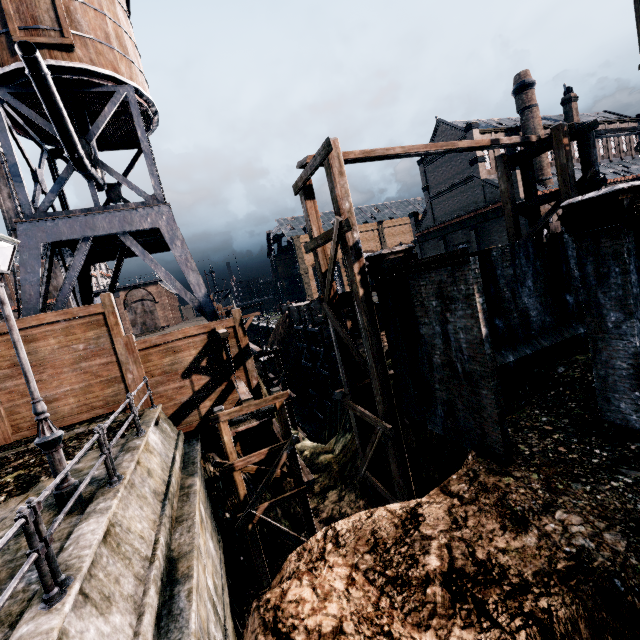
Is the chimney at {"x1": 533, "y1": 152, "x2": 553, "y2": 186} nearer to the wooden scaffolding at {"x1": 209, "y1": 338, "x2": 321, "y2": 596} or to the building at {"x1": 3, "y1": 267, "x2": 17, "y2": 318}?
the wooden scaffolding at {"x1": 209, "y1": 338, "x2": 321, "y2": 596}

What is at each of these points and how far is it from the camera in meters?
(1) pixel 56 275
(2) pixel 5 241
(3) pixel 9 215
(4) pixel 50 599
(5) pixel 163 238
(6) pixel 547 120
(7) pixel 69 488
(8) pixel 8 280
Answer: (1) building, 51.5
(2) street light, 6.0
(3) building, 56.8
(4) metal railing, 4.0
(5) water tower, 22.6
(6) building, 49.5
(7) street light, 6.4
(8) building, 49.4

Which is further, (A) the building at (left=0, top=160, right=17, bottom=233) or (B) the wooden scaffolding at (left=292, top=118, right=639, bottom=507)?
(A) the building at (left=0, top=160, right=17, bottom=233)

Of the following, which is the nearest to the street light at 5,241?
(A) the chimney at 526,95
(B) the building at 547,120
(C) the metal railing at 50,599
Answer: (C) the metal railing at 50,599

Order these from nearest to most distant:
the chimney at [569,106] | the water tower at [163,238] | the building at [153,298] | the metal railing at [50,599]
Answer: the metal railing at [50,599], the water tower at [163,238], the chimney at [569,106], the building at [153,298]

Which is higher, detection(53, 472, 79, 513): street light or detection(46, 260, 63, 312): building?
detection(46, 260, 63, 312): building

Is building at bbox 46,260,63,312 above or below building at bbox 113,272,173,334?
above

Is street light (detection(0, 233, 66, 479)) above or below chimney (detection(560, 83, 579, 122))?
below
